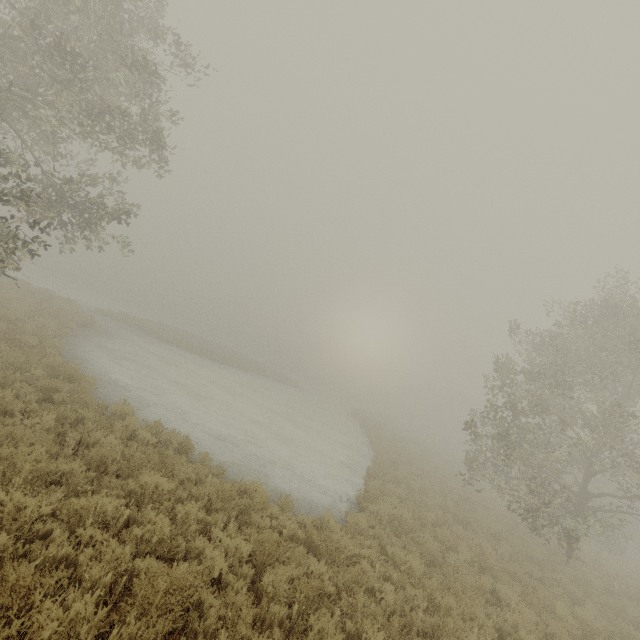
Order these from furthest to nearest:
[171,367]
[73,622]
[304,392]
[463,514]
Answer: [304,392] → [171,367] → [463,514] → [73,622]
